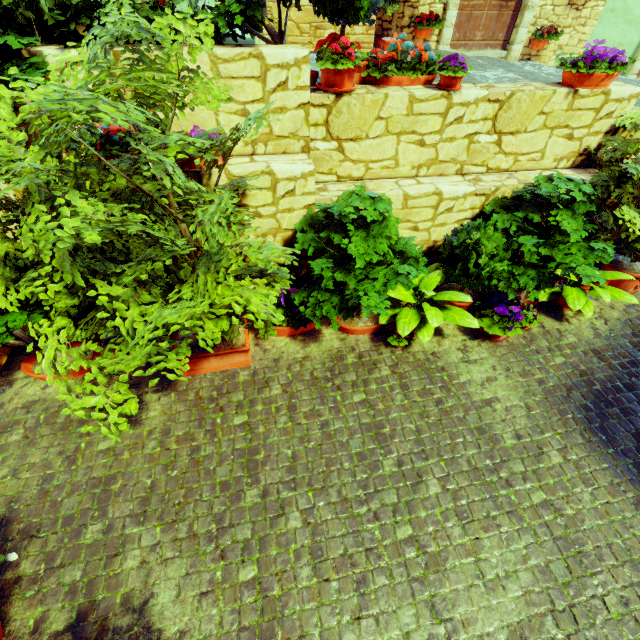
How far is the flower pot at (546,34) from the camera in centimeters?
676cm

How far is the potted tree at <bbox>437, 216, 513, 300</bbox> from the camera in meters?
3.7 m

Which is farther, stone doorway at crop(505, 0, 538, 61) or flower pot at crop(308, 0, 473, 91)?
stone doorway at crop(505, 0, 538, 61)

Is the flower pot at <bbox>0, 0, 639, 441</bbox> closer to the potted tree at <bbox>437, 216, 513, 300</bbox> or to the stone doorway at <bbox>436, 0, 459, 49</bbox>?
the potted tree at <bbox>437, 216, 513, 300</bbox>

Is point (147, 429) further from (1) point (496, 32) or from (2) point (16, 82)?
(1) point (496, 32)

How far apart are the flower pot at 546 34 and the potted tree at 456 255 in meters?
6.3

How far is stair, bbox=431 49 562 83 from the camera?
4.8 meters

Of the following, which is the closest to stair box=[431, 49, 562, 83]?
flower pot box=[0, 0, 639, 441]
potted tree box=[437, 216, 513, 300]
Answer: flower pot box=[0, 0, 639, 441]
